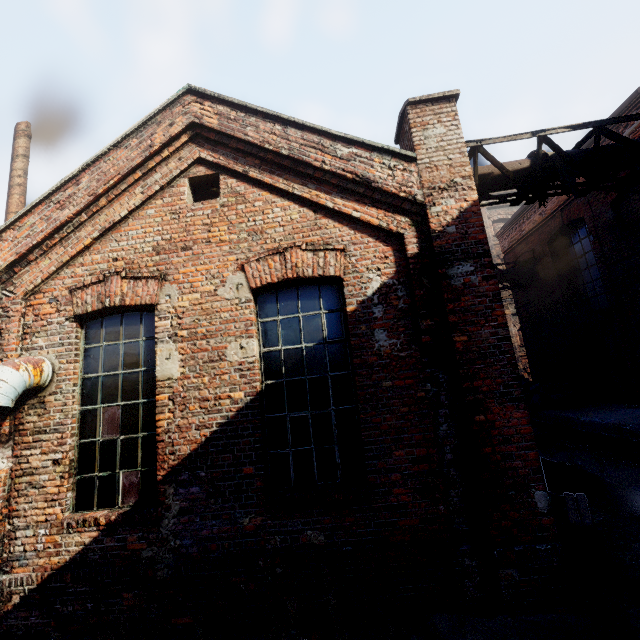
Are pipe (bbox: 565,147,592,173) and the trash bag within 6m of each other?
no

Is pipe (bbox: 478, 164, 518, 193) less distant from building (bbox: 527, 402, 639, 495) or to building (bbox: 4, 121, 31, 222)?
building (bbox: 527, 402, 639, 495)

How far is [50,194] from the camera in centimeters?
491cm

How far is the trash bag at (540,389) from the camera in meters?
10.5

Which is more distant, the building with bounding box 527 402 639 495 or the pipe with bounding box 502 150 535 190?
the building with bounding box 527 402 639 495

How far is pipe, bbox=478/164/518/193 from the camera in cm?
609

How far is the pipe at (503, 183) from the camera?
6.1 meters
